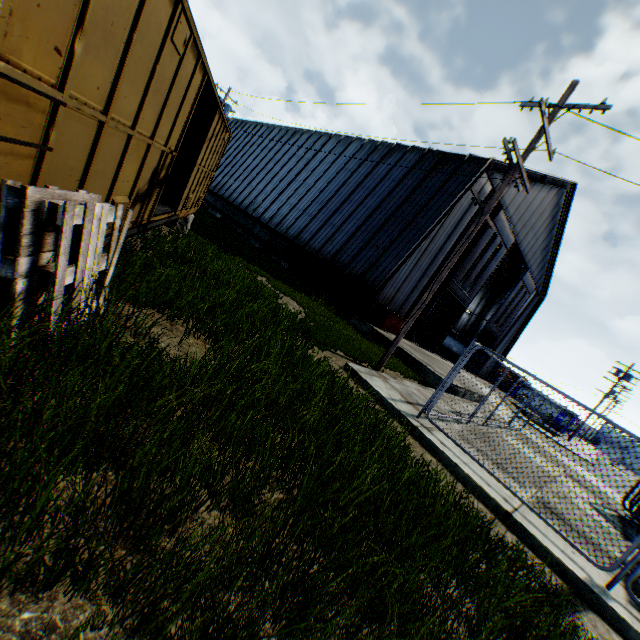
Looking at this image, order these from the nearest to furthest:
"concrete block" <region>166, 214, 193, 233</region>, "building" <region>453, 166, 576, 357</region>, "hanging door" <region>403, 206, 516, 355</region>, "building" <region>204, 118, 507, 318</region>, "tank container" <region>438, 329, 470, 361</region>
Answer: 1. "concrete block" <region>166, 214, 193, 233</region>
2. "building" <region>204, 118, 507, 318</region>
3. "hanging door" <region>403, 206, 516, 355</region>
4. "building" <region>453, 166, 576, 357</region>
5. "tank container" <region>438, 329, 470, 361</region>

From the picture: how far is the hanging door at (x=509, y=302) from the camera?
28.7m

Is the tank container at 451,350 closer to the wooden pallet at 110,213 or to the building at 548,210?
the building at 548,210

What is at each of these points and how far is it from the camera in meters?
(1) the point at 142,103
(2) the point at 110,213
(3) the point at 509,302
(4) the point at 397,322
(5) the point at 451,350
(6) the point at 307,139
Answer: (1) train, 4.0
(2) wooden pallet, 3.5
(3) hanging door, 29.8
(4) trash dumpster, 17.5
(5) tank container, 37.0
(6) building, 29.0

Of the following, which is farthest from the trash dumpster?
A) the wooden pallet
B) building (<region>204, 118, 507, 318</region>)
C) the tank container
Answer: the tank container

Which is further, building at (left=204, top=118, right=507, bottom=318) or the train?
building at (left=204, top=118, right=507, bottom=318)

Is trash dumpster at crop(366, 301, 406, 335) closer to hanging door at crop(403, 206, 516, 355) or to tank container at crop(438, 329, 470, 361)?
hanging door at crop(403, 206, 516, 355)

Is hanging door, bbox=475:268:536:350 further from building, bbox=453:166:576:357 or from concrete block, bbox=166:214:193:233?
concrete block, bbox=166:214:193:233
